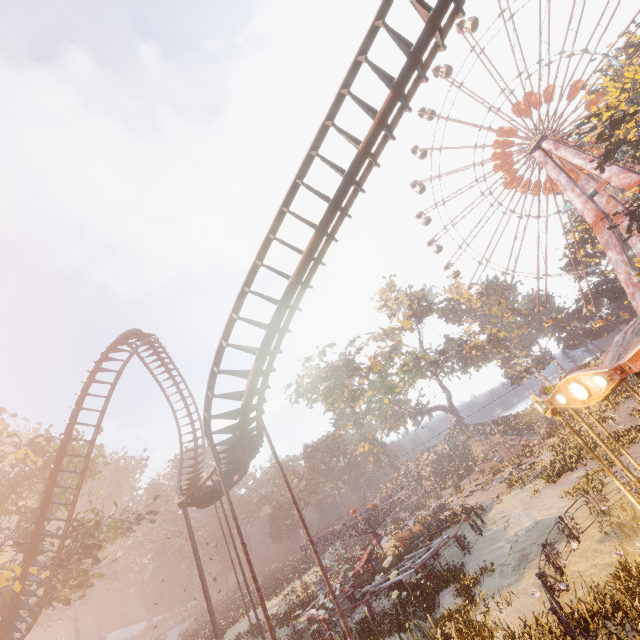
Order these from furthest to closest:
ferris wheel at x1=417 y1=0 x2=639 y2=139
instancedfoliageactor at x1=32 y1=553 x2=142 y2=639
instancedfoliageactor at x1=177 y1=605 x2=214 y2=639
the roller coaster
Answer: instancedfoliageactor at x1=32 y1=553 x2=142 y2=639 < ferris wheel at x1=417 y1=0 x2=639 y2=139 < instancedfoliageactor at x1=177 y1=605 x2=214 y2=639 < the roller coaster

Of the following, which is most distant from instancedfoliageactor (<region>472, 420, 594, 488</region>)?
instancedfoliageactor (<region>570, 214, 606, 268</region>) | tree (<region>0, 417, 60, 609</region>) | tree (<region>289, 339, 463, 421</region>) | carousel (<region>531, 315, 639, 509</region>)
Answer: tree (<region>0, 417, 60, 609</region>)

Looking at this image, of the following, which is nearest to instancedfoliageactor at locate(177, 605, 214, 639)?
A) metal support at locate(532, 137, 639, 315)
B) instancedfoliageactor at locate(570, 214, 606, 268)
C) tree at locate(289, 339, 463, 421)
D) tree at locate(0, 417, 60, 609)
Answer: tree at locate(0, 417, 60, 609)

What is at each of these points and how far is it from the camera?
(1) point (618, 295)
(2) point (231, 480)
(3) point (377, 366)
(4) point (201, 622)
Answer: (1) instancedfoliageactor, 44.3 meters
(2) roller coaster, 17.2 meters
(3) tree, 53.8 meters
(4) instancedfoliageactor, 41.9 meters

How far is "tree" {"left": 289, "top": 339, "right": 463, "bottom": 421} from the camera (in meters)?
49.28

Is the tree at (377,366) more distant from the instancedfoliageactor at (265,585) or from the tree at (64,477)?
the tree at (64,477)

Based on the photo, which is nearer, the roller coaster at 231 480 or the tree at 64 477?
the roller coaster at 231 480

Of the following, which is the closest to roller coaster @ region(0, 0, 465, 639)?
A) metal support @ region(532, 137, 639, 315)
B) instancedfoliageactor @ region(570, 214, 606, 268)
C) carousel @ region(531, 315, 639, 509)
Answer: carousel @ region(531, 315, 639, 509)
